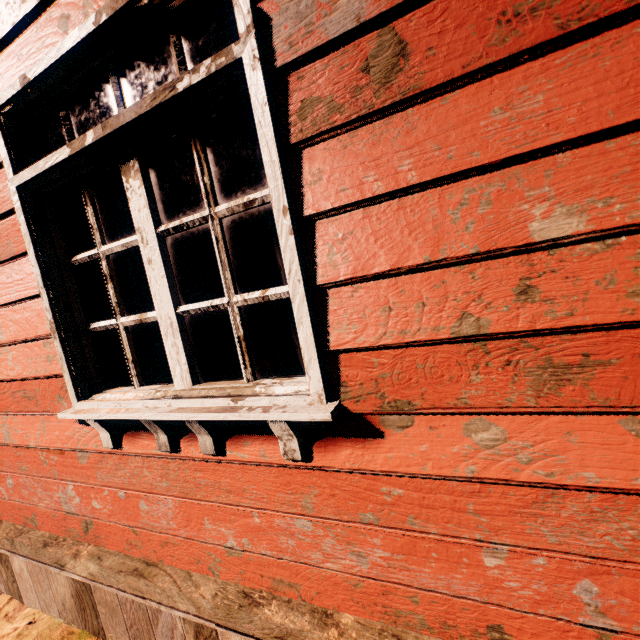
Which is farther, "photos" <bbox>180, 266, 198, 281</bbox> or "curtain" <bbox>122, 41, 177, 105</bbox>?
"photos" <bbox>180, 266, 198, 281</bbox>

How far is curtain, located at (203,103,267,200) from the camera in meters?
1.2

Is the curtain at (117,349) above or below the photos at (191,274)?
below

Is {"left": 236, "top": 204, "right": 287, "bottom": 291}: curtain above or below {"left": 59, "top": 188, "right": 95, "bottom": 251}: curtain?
below

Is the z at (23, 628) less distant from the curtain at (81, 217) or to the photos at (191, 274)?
the curtain at (81, 217)

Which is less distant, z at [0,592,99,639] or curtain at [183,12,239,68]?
curtain at [183,12,239,68]

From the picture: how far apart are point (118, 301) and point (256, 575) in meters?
1.4 m

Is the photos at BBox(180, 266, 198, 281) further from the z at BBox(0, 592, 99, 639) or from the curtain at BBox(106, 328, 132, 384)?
the curtain at BBox(106, 328, 132, 384)
